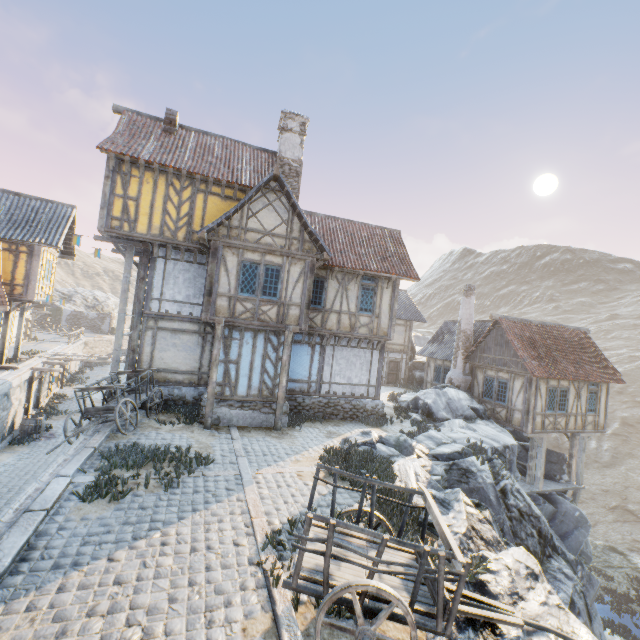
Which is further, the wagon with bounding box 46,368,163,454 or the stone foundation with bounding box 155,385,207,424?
the stone foundation with bounding box 155,385,207,424

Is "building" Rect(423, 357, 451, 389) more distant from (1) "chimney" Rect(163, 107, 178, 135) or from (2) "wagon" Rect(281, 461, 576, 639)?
(1) "chimney" Rect(163, 107, 178, 135)

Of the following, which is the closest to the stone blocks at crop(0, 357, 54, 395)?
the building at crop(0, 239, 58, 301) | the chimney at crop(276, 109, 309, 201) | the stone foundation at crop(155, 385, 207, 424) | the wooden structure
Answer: the stone foundation at crop(155, 385, 207, 424)

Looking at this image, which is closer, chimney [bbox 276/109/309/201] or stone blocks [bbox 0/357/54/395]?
stone blocks [bbox 0/357/54/395]

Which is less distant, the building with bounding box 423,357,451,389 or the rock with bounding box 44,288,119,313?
the building with bounding box 423,357,451,389

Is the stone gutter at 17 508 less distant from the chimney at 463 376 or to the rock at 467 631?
the rock at 467 631

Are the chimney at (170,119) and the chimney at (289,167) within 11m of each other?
yes

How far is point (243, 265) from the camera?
12.4 meters
